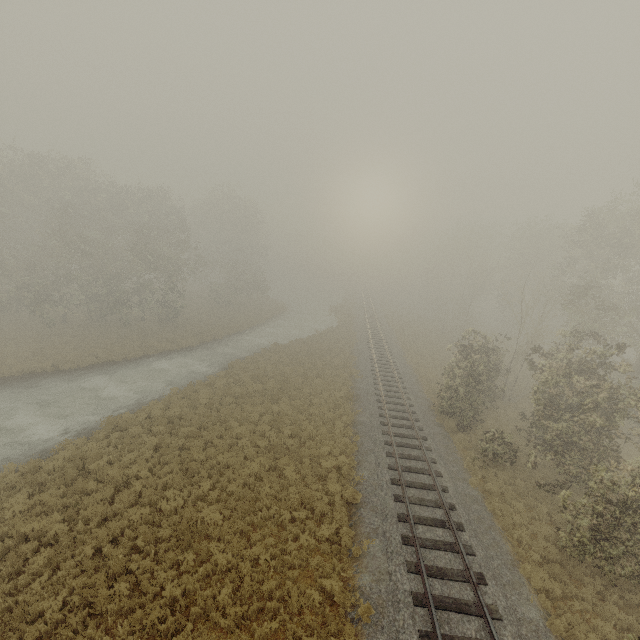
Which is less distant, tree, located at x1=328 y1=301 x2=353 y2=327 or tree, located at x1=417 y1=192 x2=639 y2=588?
tree, located at x1=417 y1=192 x2=639 y2=588

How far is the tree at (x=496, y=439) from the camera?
16.22m

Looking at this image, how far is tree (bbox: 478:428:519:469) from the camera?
16.2m

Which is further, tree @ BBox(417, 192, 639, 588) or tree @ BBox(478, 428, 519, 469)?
tree @ BBox(478, 428, 519, 469)

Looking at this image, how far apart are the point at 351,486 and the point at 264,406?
7.9 meters

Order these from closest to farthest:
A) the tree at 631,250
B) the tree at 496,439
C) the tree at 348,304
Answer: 1. the tree at 631,250
2. the tree at 496,439
3. the tree at 348,304

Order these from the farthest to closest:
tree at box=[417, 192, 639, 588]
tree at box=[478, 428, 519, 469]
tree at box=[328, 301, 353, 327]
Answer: tree at box=[328, 301, 353, 327] → tree at box=[478, 428, 519, 469] → tree at box=[417, 192, 639, 588]

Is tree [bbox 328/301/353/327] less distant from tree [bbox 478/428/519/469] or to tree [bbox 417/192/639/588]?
tree [bbox 417/192/639/588]
